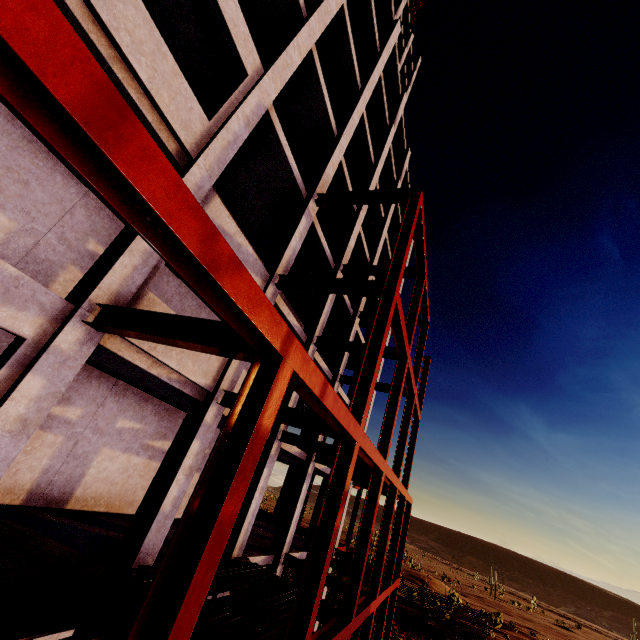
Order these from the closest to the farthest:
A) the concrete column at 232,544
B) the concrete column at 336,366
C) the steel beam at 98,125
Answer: the steel beam at 98,125, the concrete column at 232,544, the concrete column at 336,366

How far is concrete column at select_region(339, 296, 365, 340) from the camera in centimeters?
1772cm

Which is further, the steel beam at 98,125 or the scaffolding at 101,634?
the scaffolding at 101,634

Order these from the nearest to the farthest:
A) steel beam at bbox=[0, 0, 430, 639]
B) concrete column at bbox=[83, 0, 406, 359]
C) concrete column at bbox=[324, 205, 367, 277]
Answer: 1. steel beam at bbox=[0, 0, 430, 639]
2. concrete column at bbox=[83, 0, 406, 359]
3. concrete column at bbox=[324, 205, 367, 277]

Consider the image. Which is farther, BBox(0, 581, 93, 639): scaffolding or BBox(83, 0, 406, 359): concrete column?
BBox(83, 0, 406, 359): concrete column

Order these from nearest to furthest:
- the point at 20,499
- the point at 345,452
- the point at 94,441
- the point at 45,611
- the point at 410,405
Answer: the point at 45,611
the point at 345,452
the point at 20,499
the point at 94,441
the point at 410,405

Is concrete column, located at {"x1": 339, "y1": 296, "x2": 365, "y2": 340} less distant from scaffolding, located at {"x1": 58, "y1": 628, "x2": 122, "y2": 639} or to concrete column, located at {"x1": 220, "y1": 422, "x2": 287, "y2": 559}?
concrete column, located at {"x1": 220, "y1": 422, "x2": 287, "y2": 559}

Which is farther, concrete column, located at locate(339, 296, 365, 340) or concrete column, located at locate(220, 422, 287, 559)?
concrete column, located at locate(339, 296, 365, 340)
